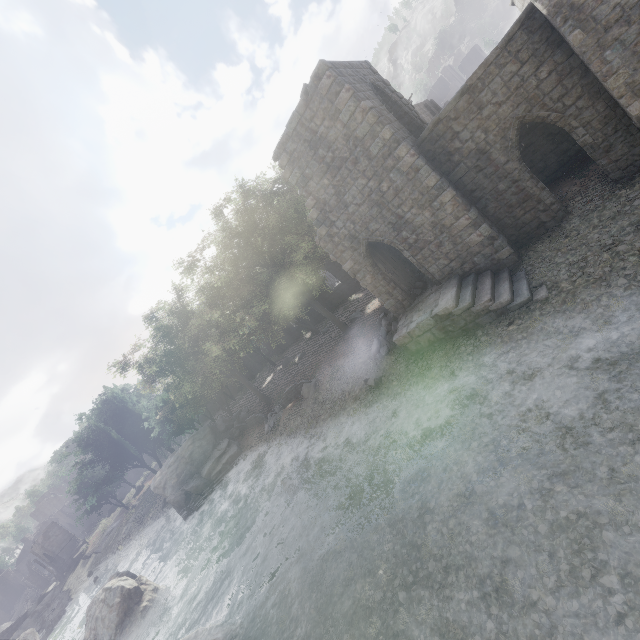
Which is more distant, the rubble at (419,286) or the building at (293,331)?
the building at (293,331)

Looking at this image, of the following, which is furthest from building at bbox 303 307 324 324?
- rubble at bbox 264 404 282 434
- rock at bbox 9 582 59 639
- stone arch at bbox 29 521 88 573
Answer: rock at bbox 9 582 59 639

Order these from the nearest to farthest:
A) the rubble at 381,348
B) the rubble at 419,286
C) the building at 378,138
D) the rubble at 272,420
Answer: the building at 378,138, the rubble at 419,286, the rubble at 381,348, the rubble at 272,420

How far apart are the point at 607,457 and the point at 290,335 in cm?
A: 3574

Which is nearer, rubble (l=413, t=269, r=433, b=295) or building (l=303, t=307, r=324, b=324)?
rubble (l=413, t=269, r=433, b=295)

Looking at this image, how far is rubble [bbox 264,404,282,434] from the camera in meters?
23.3 m

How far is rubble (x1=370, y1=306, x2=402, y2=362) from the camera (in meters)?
16.81

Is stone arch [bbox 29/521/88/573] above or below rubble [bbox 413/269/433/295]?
above
